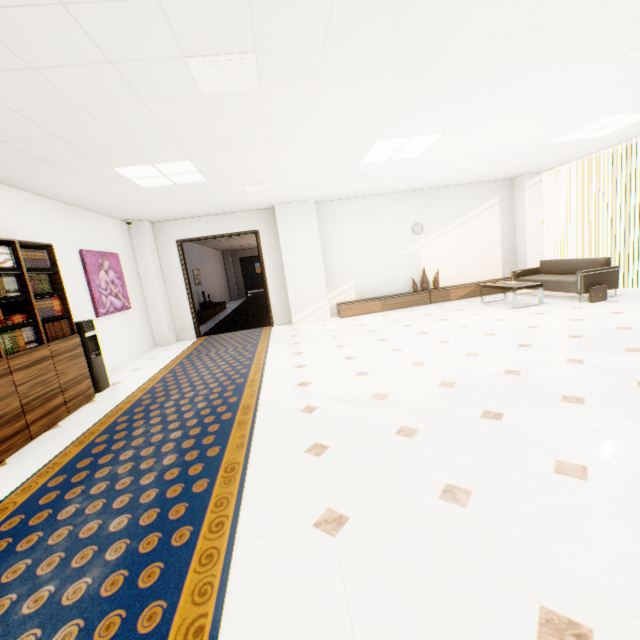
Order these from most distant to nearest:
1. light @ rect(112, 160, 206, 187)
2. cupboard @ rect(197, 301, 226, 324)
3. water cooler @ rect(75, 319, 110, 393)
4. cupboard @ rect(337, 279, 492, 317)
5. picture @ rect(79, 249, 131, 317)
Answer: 1. cupboard @ rect(197, 301, 226, 324)
2. cupboard @ rect(337, 279, 492, 317)
3. picture @ rect(79, 249, 131, 317)
4. water cooler @ rect(75, 319, 110, 393)
5. light @ rect(112, 160, 206, 187)

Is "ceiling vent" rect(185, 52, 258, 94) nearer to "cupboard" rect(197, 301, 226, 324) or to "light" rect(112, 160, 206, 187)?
"light" rect(112, 160, 206, 187)

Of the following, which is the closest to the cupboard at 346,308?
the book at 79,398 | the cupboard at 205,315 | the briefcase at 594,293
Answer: the briefcase at 594,293

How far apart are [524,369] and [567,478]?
1.9 meters

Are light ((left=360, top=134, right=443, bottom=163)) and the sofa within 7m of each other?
yes

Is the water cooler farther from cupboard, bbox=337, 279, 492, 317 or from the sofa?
the sofa

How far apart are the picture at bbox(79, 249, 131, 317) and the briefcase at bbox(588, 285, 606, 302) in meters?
9.1 m

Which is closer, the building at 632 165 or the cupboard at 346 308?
the cupboard at 346 308
